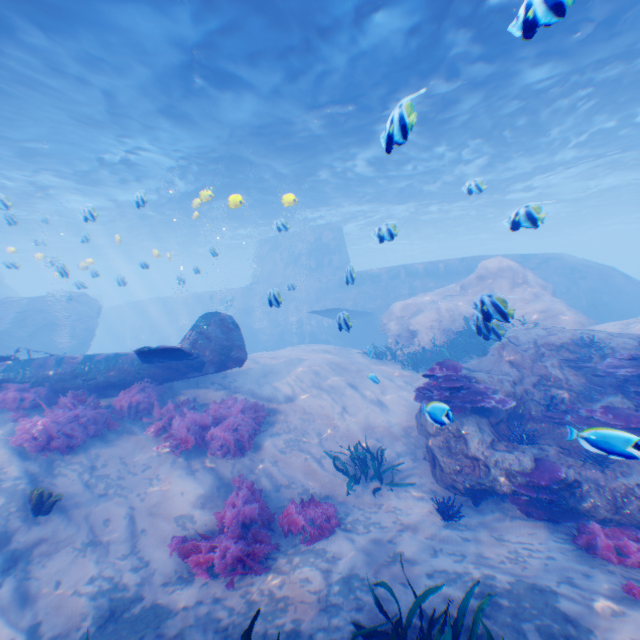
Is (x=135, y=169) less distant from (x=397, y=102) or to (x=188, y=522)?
(x=397, y=102)

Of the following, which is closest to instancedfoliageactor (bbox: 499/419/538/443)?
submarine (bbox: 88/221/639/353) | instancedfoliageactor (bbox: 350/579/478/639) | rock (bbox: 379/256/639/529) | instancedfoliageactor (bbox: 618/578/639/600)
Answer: rock (bbox: 379/256/639/529)

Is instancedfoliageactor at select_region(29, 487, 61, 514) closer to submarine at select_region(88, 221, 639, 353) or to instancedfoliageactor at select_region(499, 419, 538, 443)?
submarine at select_region(88, 221, 639, 353)

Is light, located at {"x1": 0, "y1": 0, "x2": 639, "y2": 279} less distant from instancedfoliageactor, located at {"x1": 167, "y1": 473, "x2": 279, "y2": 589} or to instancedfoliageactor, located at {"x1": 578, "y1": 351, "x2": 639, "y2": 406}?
instancedfoliageactor, located at {"x1": 578, "y1": 351, "x2": 639, "y2": 406}

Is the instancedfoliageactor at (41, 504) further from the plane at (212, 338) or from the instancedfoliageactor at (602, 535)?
the instancedfoliageactor at (602, 535)

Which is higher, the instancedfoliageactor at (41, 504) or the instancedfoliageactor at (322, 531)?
the instancedfoliageactor at (41, 504)

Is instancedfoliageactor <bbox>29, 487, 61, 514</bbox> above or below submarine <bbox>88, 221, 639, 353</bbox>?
below

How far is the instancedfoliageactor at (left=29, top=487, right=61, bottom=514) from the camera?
5.7m
